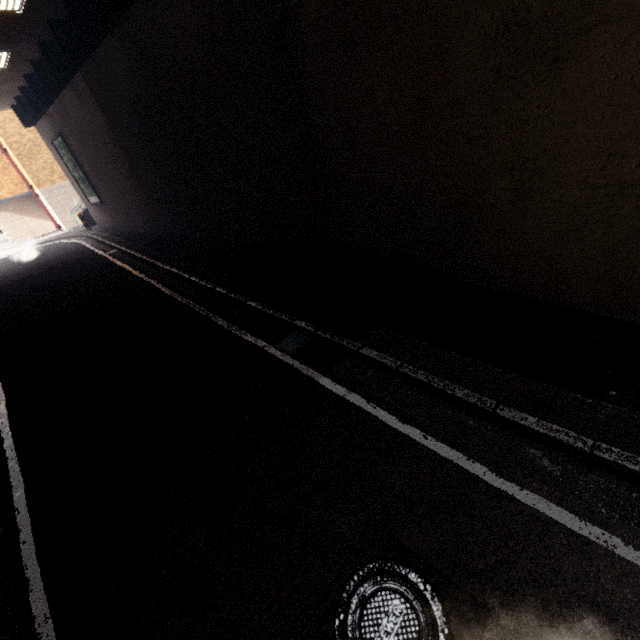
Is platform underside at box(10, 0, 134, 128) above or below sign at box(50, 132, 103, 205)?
above

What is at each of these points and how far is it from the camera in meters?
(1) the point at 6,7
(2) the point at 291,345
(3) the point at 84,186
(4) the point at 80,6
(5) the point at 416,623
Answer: (1) fluorescent light, 8.3 m
(2) storm drain, 5.2 m
(3) sign, 18.0 m
(4) platform underside, 8.6 m
(5) manhole, 2.2 m

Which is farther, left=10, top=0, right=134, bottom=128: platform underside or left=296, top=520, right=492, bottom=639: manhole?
left=10, top=0, right=134, bottom=128: platform underside

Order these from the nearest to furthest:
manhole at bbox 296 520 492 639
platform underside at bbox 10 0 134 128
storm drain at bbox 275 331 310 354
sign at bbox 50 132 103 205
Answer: manhole at bbox 296 520 492 639
storm drain at bbox 275 331 310 354
platform underside at bbox 10 0 134 128
sign at bbox 50 132 103 205

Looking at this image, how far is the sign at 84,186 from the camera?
16.28m

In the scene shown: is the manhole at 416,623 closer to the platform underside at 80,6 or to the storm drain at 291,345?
the storm drain at 291,345

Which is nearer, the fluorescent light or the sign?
the fluorescent light

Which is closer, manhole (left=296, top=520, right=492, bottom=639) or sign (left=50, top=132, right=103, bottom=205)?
manhole (left=296, top=520, right=492, bottom=639)
